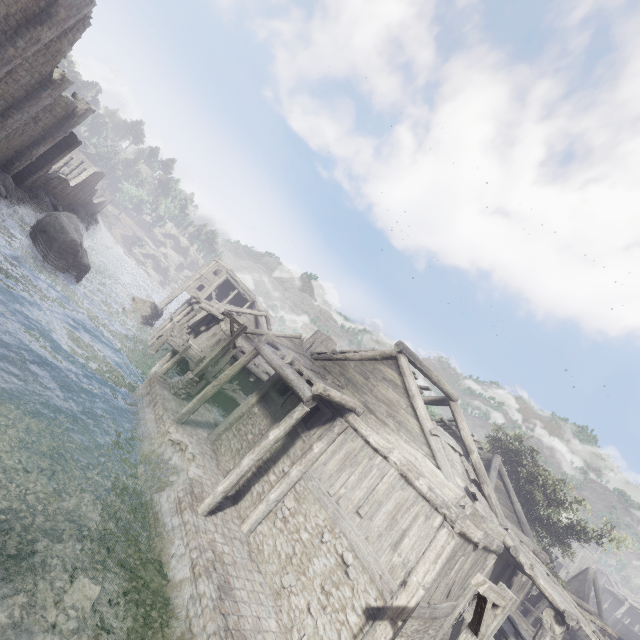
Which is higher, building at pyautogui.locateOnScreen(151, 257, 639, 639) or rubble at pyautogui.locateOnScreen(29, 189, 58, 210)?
building at pyautogui.locateOnScreen(151, 257, 639, 639)

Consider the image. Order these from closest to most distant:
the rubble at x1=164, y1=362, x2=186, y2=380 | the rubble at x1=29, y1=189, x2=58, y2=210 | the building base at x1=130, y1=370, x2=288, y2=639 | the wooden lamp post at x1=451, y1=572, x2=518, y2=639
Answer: the wooden lamp post at x1=451, y1=572, x2=518, y2=639 < the building base at x1=130, y1=370, x2=288, y2=639 < the rubble at x1=164, y1=362, x2=186, y2=380 < the rubble at x1=29, y1=189, x2=58, y2=210

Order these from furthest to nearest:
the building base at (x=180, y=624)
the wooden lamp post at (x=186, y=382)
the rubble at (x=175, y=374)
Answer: the rubble at (x=175, y=374) → the wooden lamp post at (x=186, y=382) → the building base at (x=180, y=624)

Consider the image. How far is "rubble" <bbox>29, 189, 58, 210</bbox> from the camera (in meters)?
33.79

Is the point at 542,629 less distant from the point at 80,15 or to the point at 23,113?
the point at 80,15

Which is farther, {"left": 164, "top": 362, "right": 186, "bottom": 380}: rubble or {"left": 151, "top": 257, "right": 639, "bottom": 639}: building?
{"left": 164, "top": 362, "right": 186, "bottom": 380}: rubble

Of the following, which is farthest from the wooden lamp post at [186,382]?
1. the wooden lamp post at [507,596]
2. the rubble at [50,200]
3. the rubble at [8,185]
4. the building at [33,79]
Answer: the rubble at [50,200]

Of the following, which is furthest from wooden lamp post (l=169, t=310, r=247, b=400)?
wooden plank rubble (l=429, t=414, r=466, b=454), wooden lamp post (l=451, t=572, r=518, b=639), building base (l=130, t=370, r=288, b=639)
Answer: wooden lamp post (l=451, t=572, r=518, b=639)
